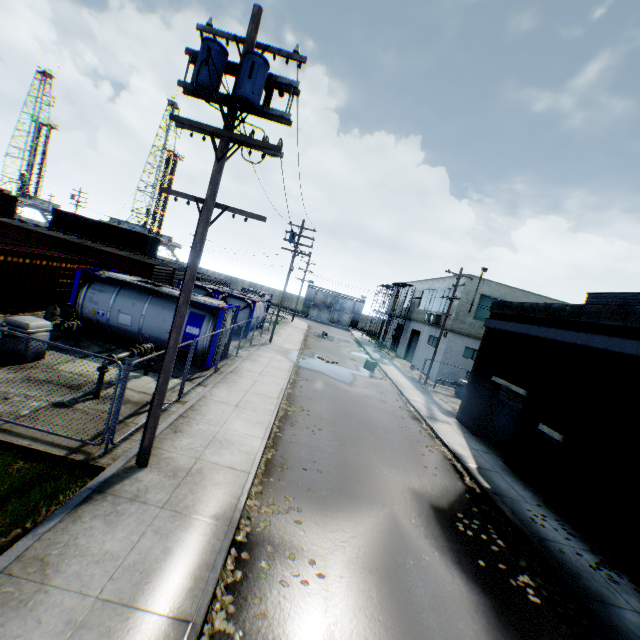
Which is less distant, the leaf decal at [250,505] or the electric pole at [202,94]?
the electric pole at [202,94]

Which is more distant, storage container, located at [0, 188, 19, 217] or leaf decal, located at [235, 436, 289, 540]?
storage container, located at [0, 188, 19, 217]

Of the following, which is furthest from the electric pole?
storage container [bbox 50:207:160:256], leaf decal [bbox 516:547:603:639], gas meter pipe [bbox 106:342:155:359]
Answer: storage container [bbox 50:207:160:256]

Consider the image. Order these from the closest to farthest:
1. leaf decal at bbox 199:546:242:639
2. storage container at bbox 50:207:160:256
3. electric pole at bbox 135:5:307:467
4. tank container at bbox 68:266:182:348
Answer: leaf decal at bbox 199:546:242:639
electric pole at bbox 135:5:307:467
tank container at bbox 68:266:182:348
storage container at bbox 50:207:160:256

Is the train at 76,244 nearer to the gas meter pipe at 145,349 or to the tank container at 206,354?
the tank container at 206,354

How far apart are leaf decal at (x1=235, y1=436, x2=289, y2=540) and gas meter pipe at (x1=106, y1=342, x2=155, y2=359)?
5.14m

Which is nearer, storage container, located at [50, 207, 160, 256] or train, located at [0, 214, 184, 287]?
train, located at [0, 214, 184, 287]

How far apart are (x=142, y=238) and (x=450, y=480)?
42.0m
